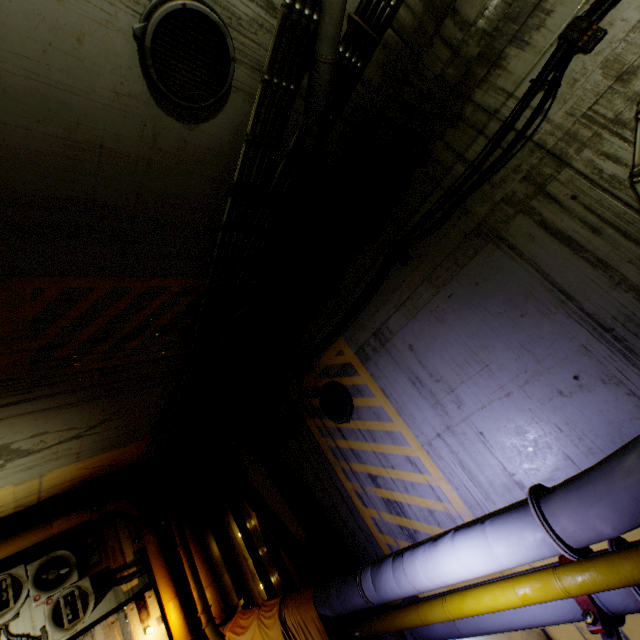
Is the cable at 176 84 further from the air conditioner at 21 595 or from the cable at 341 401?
the air conditioner at 21 595

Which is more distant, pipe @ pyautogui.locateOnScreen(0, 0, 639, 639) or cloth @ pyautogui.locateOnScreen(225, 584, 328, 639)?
cloth @ pyautogui.locateOnScreen(225, 584, 328, 639)

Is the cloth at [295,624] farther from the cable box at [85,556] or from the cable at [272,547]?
the cable box at [85,556]

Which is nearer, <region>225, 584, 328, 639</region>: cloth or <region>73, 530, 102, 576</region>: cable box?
<region>225, 584, 328, 639</region>: cloth

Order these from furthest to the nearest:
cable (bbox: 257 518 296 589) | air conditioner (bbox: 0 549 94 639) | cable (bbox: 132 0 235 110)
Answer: cable (bbox: 257 518 296 589) → air conditioner (bbox: 0 549 94 639) → cable (bbox: 132 0 235 110)

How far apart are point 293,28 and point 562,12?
3.0m

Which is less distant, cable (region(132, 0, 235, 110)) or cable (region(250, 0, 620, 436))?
cable (region(132, 0, 235, 110))

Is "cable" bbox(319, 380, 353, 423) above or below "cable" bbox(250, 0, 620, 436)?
below
